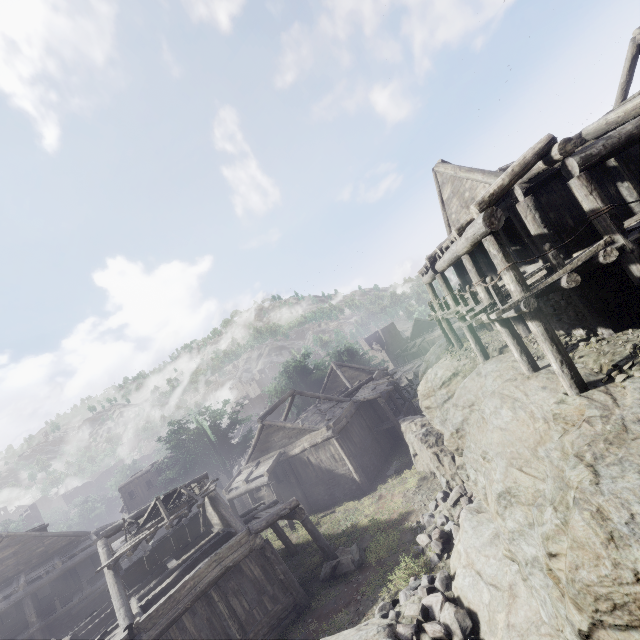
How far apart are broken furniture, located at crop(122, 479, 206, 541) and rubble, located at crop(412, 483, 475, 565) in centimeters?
937cm

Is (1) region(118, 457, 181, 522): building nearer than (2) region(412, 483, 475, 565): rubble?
No

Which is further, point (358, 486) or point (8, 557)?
point (8, 557)

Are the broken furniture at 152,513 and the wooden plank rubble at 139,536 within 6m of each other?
yes

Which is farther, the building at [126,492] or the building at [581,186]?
the building at [126,492]

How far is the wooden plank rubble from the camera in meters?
12.9

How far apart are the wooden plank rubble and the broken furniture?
0.0 meters

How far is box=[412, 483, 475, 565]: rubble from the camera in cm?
1162
